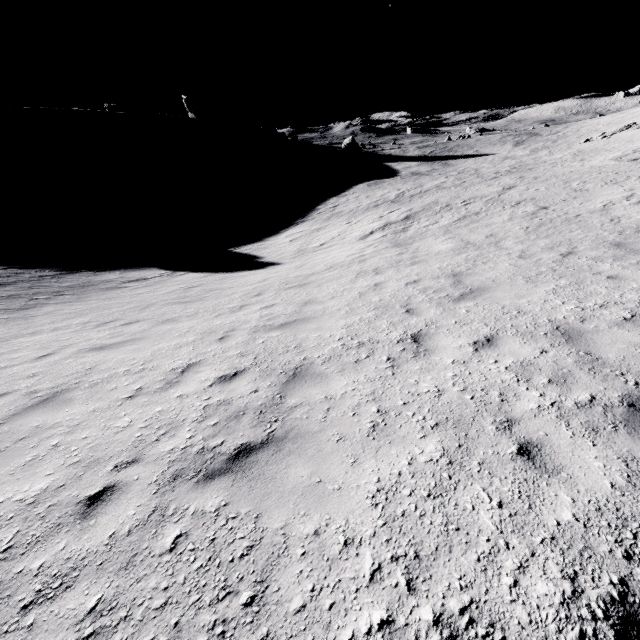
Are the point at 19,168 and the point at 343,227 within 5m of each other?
no

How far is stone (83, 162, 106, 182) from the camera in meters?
56.7

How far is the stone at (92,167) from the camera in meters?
56.7 m
